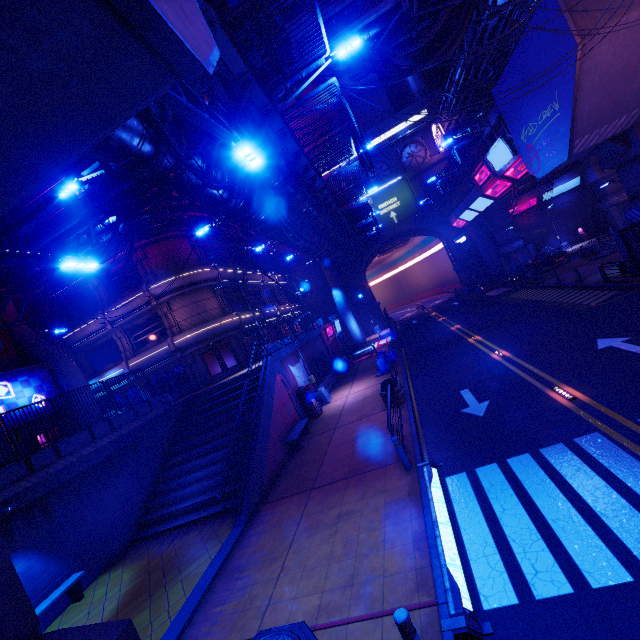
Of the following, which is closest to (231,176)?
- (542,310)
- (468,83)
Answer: (542,310)

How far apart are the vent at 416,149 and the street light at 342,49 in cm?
3999

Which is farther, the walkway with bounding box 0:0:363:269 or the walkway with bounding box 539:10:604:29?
the walkway with bounding box 539:10:604:29

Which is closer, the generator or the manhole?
the manhole

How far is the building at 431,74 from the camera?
55.4m

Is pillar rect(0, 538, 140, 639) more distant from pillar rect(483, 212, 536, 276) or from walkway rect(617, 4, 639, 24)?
pillar rect(483, 212, 536, 276)

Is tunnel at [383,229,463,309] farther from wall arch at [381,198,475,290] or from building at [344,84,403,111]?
building at [344,84,403,111]

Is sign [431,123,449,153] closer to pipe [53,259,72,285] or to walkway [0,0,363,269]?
pipe [53,259,72,285]
